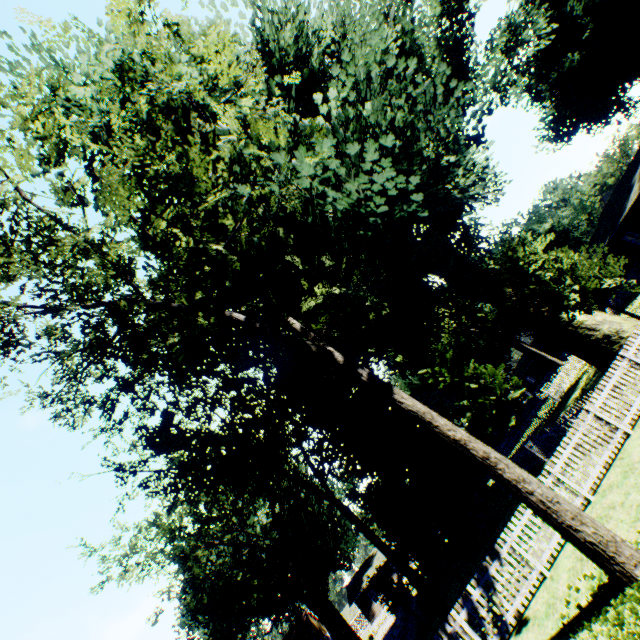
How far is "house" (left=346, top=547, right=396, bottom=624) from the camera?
45.4m

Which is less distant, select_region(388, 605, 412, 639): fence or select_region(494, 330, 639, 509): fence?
select_region(494, 330, 639, 509): fence

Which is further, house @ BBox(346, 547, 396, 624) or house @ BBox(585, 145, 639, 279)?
house @ BBox(346, 547, 396, 624)

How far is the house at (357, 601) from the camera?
45.44m

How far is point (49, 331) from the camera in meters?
10.2

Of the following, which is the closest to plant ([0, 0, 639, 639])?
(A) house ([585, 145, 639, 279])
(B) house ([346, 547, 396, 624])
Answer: (A) house ([585, 145, 639, 279])

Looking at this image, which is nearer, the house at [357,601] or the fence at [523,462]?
the fence at [523,462]

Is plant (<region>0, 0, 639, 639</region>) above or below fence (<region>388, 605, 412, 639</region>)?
above
